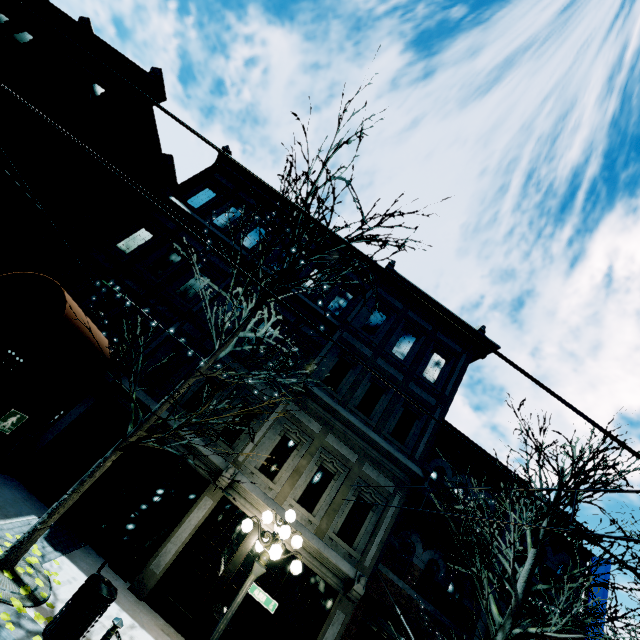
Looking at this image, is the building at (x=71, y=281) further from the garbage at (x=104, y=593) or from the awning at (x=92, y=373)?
the garbage at (x=104, y=593)

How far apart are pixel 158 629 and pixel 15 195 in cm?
1522

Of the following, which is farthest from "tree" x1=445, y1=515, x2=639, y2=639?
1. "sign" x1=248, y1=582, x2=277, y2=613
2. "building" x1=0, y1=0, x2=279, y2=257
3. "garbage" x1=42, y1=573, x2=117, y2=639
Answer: "sign" x1=248, y1=582, x2=277, y2=613

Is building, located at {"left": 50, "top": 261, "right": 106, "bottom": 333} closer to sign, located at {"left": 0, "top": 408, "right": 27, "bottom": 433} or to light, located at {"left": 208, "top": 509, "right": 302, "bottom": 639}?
light, located at {"left": 208, "top": 509, "right": 302, "bottom": 639}

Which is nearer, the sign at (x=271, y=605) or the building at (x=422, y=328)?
the sign at (x=271, y=605)

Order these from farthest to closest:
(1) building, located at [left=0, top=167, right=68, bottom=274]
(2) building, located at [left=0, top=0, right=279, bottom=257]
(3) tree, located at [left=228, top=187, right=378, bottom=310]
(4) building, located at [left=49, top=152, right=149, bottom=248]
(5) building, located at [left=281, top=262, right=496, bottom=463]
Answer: (2) building, located at [left=0, top=0, right=279, bottom=257] < (5) building, located at [left=281, top=262, right=496, bottom=463] < (4) building, located at [left=49, top=152, right=149, bottom=248] < (1) building, located at [left=0, top=167, right=68, bottom=274] < (3) tree, located at [left=228, top=187, right=378, bottom=310]

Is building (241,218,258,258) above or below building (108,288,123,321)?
above

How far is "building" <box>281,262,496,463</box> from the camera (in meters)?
13.04
